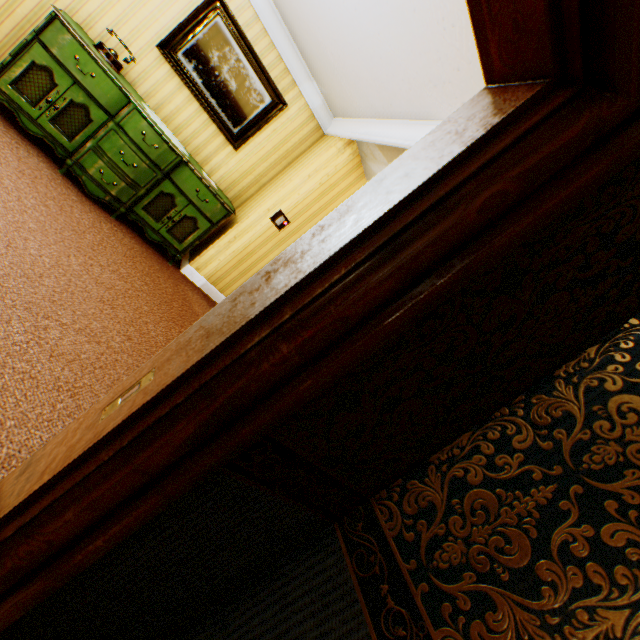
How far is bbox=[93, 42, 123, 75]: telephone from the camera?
3.4m

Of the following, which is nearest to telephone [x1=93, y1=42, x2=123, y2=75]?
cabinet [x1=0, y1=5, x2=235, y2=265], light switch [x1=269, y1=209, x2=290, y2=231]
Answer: cabinet [x1=0, y1=5, x2=235, y2=265]

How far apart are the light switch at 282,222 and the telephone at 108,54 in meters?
2.3

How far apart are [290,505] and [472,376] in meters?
0.7 m

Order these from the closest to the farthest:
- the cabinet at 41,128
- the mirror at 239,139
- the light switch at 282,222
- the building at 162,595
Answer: the building at 162,595 < the cabinet at 41,128 < the mirror at 239,139 < the light switch at 282,222

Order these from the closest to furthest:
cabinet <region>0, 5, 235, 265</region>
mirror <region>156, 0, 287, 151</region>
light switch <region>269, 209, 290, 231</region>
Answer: cabinet <region>0, 5, 235, 265</region>, mirror <region>156, 0, 287, 151</region>, light switch <region>269, 209, 290, 231</region>

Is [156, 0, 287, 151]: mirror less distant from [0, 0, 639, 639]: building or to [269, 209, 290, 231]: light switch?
[0, 0, 639, 639]: building

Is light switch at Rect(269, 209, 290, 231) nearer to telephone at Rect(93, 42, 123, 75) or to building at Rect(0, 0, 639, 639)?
building at Rect(0, 0, 639, 639)
